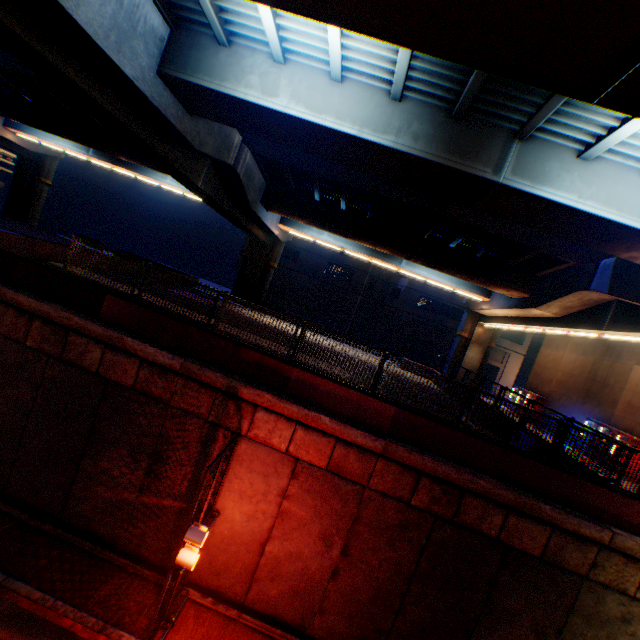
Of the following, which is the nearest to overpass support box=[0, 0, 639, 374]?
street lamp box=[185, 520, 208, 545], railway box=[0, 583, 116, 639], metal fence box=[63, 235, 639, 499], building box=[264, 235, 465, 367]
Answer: metal fence box=[63, 235, 639, 499]

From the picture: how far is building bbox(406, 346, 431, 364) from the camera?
43.9m

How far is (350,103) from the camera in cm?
910

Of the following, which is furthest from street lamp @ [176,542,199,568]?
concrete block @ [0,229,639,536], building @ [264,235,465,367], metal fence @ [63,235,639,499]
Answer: building @ [264,235,465,367]

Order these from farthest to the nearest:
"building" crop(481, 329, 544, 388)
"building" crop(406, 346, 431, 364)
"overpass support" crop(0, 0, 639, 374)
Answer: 1. "building" crop(406, 346, 431, 364)
2. "building" crop(481, 329, 544, 388)
3. "overpass support" crop(0, 0, 639, 374)

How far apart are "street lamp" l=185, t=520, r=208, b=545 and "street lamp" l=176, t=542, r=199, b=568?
0.29m

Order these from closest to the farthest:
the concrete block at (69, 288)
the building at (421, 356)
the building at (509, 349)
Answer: the concrete block at (69, 288), the building at (509, 349), the building at (421, 356)

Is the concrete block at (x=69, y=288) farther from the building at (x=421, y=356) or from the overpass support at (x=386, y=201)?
the building at (x=421, y=356)
